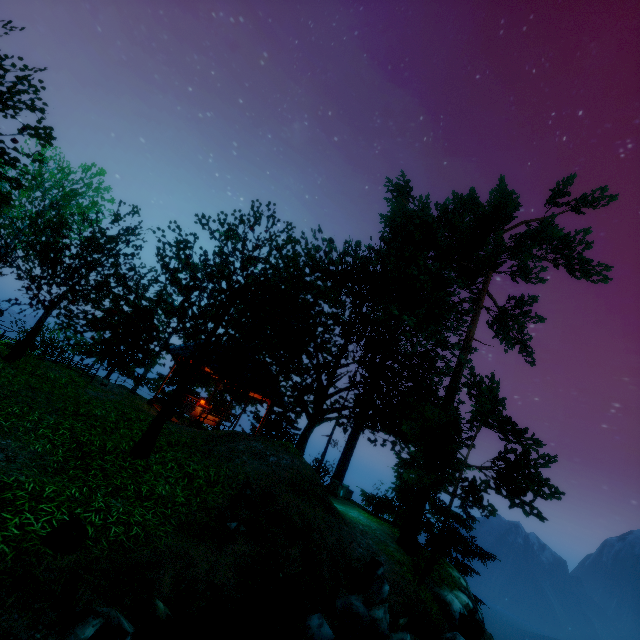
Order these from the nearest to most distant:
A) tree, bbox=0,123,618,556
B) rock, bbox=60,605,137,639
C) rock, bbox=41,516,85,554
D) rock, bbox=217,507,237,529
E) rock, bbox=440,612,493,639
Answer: rock, bbox=60,605,137,639 → rock, bbox=41,516,85,554 → rock, bbox=217,507,237,529 → rock, bbox=440,612,493,639 → tree, bbox=0,123,618,556

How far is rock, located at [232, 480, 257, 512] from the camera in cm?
730

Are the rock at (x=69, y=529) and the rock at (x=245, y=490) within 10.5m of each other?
yes

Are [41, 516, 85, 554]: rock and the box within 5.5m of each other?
no

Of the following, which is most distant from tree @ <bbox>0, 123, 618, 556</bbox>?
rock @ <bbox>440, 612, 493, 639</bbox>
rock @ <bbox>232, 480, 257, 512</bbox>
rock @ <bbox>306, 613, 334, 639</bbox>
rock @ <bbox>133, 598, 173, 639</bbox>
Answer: rock @ <bbox>306, 613, 334, 639</bbox>

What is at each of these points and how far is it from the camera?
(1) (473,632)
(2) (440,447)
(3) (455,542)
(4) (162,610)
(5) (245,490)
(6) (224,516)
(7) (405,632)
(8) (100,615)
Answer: (1) rock, 9.13m
(2) tree, 12.30m
(3) tree, 18.28m
(4) rock, 4.48m
(5) rock, 7.55m
(6) rock, 6.68m
(7) rock, 6.87m
(8) rock, 3.82m

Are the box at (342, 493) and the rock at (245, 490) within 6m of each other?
no

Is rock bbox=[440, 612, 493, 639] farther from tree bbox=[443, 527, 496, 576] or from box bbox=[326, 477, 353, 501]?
box bbox=[326, 477, 353, 501]
